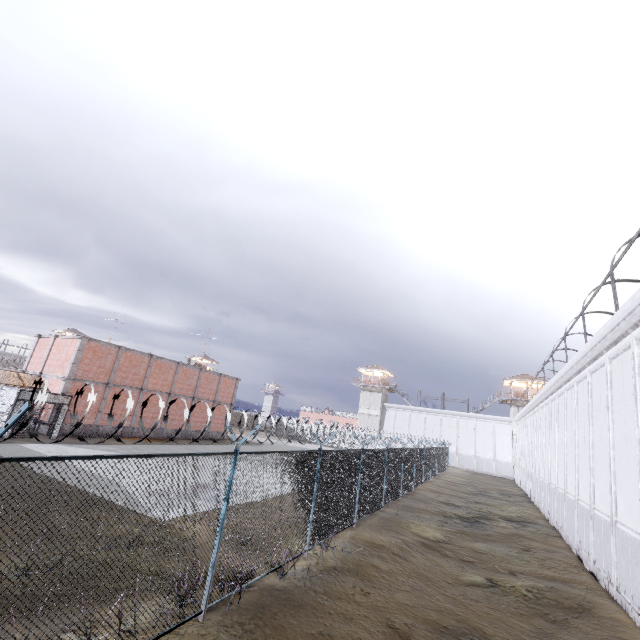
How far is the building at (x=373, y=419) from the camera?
56.2m

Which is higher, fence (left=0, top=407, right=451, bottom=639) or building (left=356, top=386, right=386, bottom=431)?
building (left=356, top=386, right=386, bottom=431)

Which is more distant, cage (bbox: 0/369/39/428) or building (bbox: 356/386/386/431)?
building (bbox: 356/386/386/431)

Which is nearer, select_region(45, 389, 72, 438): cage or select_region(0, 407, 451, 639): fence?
select_region(0, 407, 451, 639): fence

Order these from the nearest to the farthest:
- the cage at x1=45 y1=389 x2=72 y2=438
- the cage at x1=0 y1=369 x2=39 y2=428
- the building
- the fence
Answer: the fence < the cage at x1=0 y1=369 x2=39 y2=428 < the cage at x1=45 y1=389 x2=72 y2=438 < the building

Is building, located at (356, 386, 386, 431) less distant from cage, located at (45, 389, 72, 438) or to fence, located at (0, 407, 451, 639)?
fence, located at (0, 407, 451, 639)

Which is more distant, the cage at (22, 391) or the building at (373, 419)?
the building at (373, 419)

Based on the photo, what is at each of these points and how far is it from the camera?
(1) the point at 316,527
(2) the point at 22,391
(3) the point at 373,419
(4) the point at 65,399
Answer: (1) fence, 9.8m
(2) cage, 19.9m
(3) building, 56.4m
(4) cage, 21.9m
